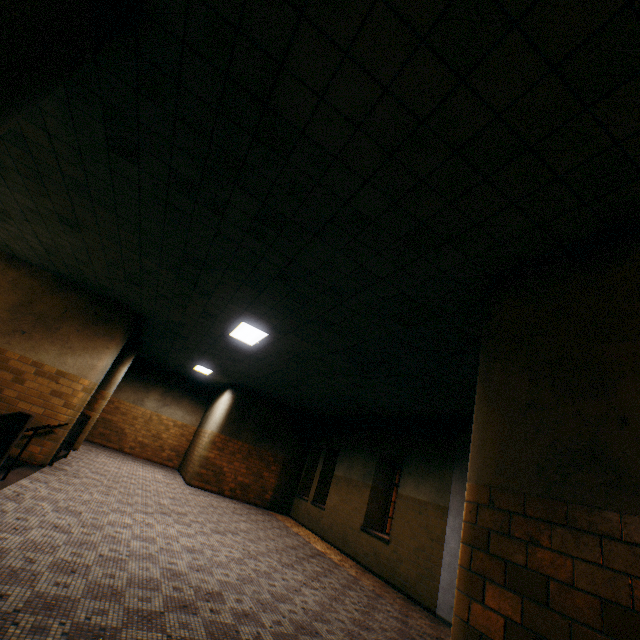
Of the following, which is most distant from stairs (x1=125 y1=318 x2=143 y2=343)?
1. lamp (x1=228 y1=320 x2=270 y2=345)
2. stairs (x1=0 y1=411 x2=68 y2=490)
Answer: lamp (x1=228 y1=320 x2=270 y2=345)

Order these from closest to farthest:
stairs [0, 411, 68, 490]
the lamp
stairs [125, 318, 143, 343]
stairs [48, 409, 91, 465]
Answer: stairs [0, 411, 68, 490] < the lamp < stairs [48, 409, 91, 465] < stairs [125, 318, 143, 343]

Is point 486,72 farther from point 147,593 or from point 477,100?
point 147,593

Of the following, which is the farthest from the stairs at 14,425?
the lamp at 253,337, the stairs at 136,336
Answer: the lamp at 253,337

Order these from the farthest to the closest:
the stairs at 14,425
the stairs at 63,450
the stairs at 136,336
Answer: the stairs at 136,336 → the stairs at 63,450 → the stairs at 14,425

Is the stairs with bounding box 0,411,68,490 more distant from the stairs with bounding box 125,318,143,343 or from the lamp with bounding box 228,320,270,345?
the lamp with bounding box 228,320,270,345
